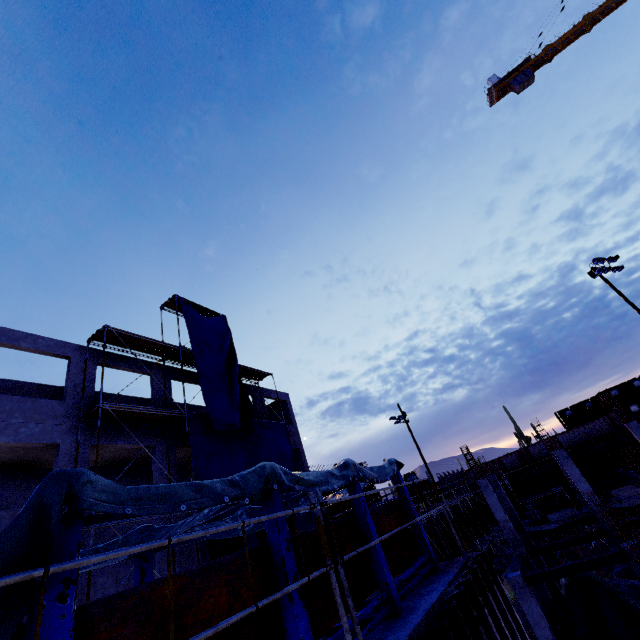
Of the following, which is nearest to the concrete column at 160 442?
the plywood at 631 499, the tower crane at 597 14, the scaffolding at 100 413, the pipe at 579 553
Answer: the scaffolding at 100 413

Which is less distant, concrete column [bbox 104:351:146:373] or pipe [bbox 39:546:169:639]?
pipe [bbox 39:546:169:639]

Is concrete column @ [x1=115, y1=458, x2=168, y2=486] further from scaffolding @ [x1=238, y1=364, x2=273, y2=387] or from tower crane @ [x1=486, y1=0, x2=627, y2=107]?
tower crane @ [x1=486, y1=0, x2=627, y2=107]

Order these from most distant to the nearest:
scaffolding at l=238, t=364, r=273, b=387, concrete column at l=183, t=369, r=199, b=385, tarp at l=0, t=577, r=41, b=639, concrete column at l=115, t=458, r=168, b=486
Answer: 1. scaffolding at l=238, t=364, r=273, b=387
2. concrete column at l=183, t=369, r=199, b=385
3. concrete column at l=115, t=458, r=168, b=486
4. tarp at l=0, t=577, r=41, b=639

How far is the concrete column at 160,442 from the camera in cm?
1546

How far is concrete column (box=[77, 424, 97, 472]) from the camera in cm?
1284

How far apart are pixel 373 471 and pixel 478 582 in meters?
2.0
